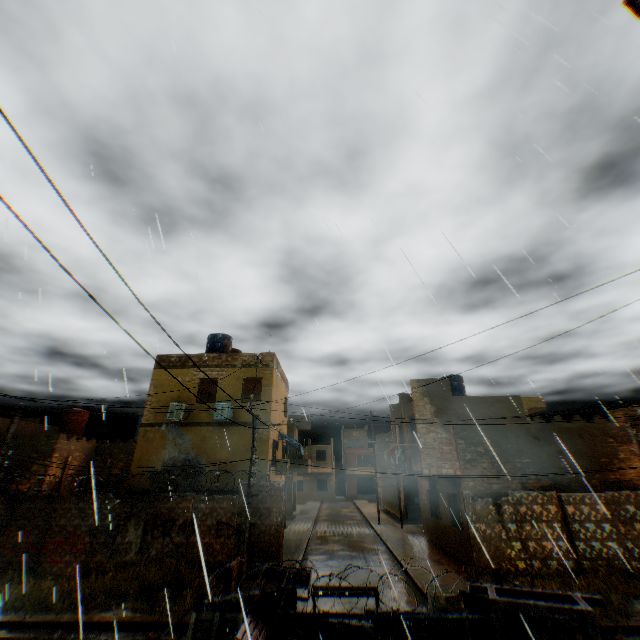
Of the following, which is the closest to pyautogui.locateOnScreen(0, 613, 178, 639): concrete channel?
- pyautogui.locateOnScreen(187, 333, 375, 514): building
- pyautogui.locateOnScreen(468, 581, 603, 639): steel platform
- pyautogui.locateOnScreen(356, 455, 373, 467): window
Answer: pyautogui.locateOnScreen(187, 333, 375, 514): building

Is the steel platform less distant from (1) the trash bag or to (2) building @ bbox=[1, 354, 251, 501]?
(2) building @ bbox=[1, 354, 251, 501]

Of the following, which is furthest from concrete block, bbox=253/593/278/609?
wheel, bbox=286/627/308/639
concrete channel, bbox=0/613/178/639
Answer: concrete channel, bbox=0/613/178/639

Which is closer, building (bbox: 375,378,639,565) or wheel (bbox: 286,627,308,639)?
wheel (bbox: 286,627,308,639)

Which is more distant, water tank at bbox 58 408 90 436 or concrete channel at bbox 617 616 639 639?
water tank at bbox 58 408 90 436

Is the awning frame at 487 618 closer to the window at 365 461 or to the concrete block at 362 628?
the concrete block at 362 628

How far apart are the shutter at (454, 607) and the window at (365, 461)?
47.8 meters

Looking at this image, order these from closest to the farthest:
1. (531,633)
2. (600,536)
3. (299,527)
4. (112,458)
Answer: (531,633), (600,536), (112,458), (299,527)
